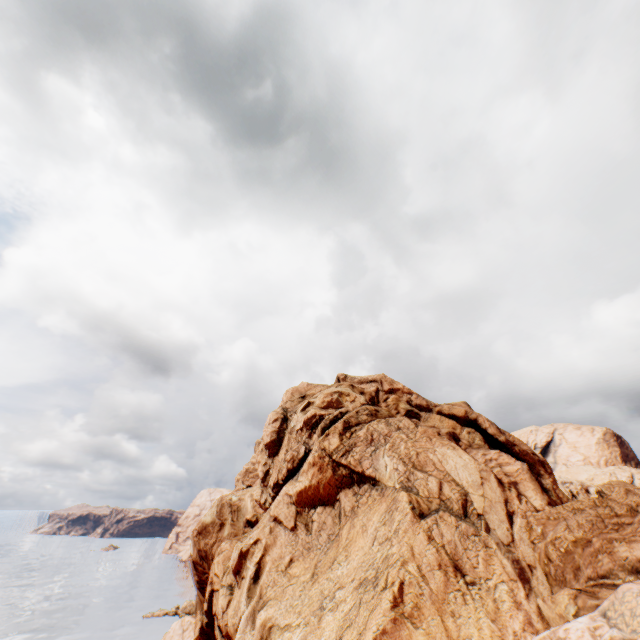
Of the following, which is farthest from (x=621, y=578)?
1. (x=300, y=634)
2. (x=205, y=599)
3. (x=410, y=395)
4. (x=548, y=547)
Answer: (x=205, y=599)
